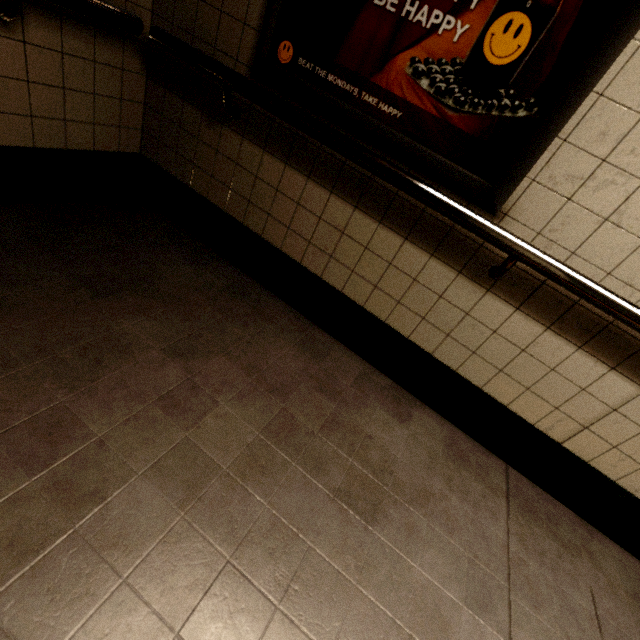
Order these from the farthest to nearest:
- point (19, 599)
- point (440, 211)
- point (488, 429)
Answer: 1. point (488, 429)
2. point (440, 211)
3. point (19, 599)

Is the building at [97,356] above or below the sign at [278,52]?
below

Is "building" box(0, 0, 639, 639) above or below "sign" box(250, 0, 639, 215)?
below
